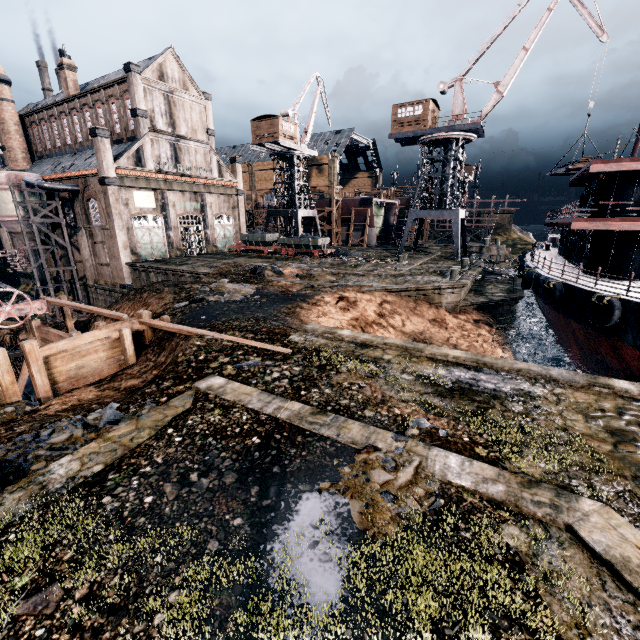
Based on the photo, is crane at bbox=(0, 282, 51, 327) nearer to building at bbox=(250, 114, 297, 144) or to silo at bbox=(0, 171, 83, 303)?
silo at bbox=(0, 171, 83, 303)

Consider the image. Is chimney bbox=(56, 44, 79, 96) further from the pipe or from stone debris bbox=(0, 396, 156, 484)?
stone debris bbox=(0, 396, 156, 484)

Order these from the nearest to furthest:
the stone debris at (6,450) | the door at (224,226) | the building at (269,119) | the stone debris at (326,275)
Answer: the stone debris at (6,450)
the stone debris at (326,275)
the building at (269,119)
the door at (224,226)

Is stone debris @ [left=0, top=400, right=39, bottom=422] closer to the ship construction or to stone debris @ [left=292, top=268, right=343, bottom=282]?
stone debris @ [left=292, top=268, right=343, bottom=282]

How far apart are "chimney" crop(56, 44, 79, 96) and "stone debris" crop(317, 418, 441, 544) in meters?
57.4 m

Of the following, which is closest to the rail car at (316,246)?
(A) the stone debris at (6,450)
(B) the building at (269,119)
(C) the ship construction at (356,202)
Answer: (B) the building at (269,119)

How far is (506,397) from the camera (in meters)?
9.12

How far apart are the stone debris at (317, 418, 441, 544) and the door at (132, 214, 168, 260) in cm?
3914
